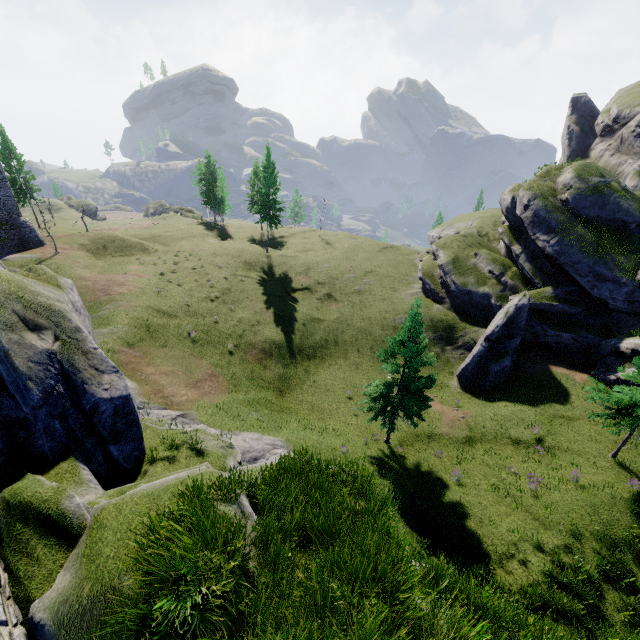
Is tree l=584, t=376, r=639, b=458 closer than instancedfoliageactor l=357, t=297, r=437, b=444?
Yes

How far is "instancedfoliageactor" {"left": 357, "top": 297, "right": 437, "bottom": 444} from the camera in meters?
17.6

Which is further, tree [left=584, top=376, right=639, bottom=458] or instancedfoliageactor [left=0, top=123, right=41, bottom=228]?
instancedfoliageactor [left=0, top=123, right=41, bottom=228]

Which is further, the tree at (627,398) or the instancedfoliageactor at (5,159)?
the instancedfoliageactor at (5,159)

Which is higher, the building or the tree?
the building

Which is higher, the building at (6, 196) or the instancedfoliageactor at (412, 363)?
the building at (6, 196)

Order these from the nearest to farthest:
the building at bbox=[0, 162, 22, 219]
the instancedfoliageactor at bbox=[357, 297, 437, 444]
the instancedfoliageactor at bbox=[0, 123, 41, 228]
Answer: the instancedfoliageactor at bbox=[357, 297, 437, 444] < the building at bbox=[0, 162, 22, 219] < the instancedfoliageactor at bbox=[0, 123, 41, 228]

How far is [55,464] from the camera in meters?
8.9 m
